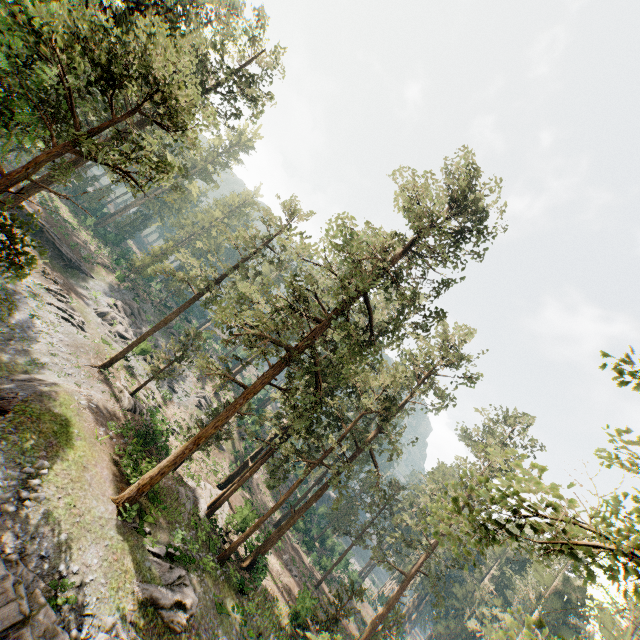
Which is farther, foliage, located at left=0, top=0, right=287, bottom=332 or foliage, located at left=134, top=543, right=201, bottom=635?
foliage, located at left=134, top=543, right=201, bottom=635

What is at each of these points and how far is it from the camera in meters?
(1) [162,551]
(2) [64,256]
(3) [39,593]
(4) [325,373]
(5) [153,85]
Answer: (1) foliage, 17.3
(2) ground embankment, 41.0
(3) rock, 11.1
(4) foliage, 22.5
(5) foliage, 9.8

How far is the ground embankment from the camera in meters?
39.4

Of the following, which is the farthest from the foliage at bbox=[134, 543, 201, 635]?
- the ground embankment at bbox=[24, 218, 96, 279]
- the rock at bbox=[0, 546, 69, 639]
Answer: the ground embankment at bbox=[24, 218, 96, 279]

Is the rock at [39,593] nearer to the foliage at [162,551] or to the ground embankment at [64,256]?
the foliage at [162,551]

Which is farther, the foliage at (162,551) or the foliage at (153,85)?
the foliage at (162,551)
